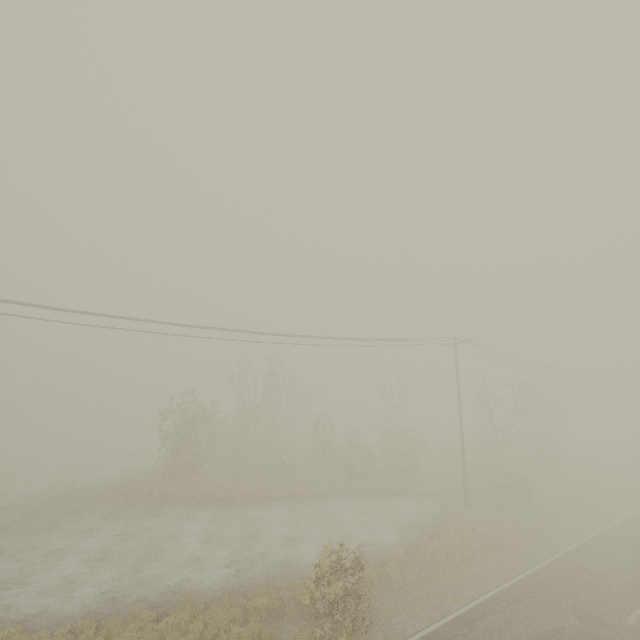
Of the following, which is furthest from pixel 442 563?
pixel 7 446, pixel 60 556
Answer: pixel 7 446
